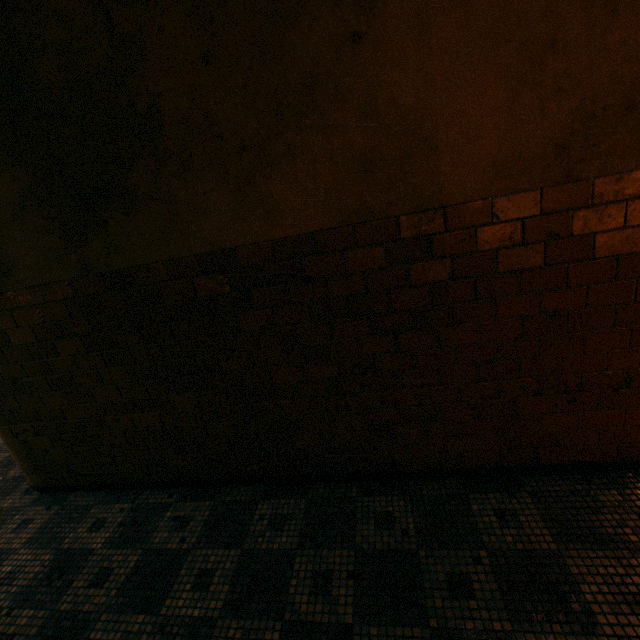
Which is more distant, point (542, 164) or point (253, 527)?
point (253, 527)
